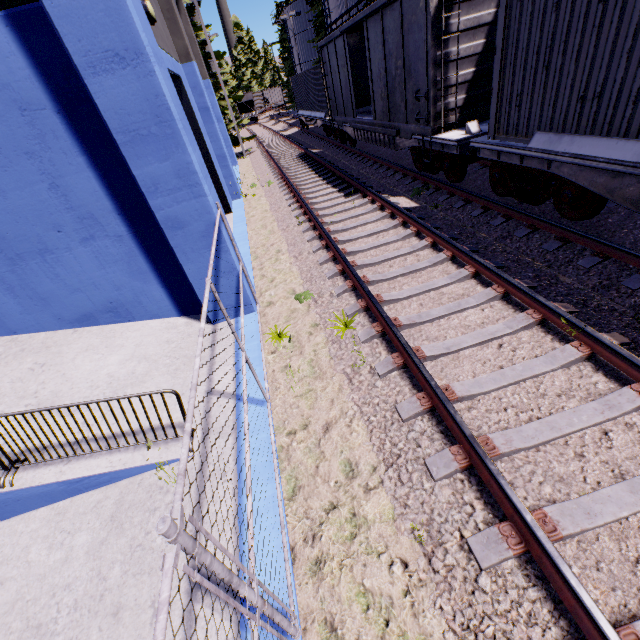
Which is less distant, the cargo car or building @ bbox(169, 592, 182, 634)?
building @ bbox(169, 592, 182, 634)

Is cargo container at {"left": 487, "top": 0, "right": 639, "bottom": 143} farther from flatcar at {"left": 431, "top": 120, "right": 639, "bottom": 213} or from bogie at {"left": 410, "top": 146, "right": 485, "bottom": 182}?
bogie at {"left": 410, "top": 146, "right": 485, "bottom": 182}

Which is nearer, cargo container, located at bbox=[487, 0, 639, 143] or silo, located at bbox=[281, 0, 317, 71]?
cargo container, located at bbox=[487, 0, 639, 143]

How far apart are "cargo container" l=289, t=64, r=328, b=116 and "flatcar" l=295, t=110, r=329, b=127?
0.0m

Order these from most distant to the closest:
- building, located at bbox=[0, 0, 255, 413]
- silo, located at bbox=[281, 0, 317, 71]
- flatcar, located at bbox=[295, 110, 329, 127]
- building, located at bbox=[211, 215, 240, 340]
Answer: silo, located at bbox=[281, 0, 317, 71], flatcar, located at bbox=[295, 110, 329, 127], building, located at bbox=[211, 215, 240, 340], building, located at bbox=[0, 0, 255, 413]

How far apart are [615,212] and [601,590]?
7.1m

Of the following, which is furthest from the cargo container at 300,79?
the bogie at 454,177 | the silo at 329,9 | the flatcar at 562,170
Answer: the flatcar at 562,170

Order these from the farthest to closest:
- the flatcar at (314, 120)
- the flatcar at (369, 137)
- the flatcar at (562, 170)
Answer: the flatcar at (314, 120) → the flatcar at (369, 137) → the flatcar at (562, 170)
